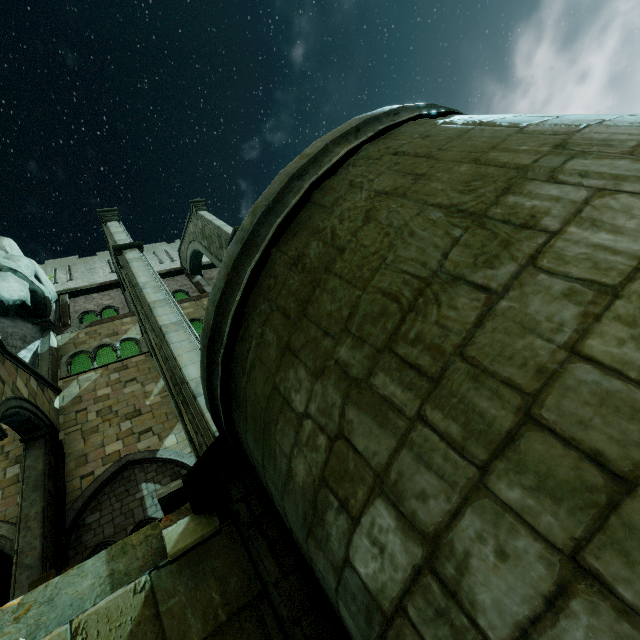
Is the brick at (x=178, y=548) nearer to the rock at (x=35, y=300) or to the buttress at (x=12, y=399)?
the buttress at (x=12, y=399)

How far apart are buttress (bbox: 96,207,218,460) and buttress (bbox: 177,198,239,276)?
3.2m

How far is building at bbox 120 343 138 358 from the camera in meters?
18.3 m

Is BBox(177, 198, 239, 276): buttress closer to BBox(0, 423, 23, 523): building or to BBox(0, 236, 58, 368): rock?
BBox(0, 236, 58, 368): rock

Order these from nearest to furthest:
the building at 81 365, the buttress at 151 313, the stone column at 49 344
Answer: the buttress at 151 313, the stone column at 49 344, the building at 81 365

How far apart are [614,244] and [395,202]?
1.3m

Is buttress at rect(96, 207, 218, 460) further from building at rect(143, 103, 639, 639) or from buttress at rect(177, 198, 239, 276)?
buttress at rect(177, 198, 239, 276)

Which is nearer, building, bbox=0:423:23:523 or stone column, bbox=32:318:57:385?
building, bbox=0:423:23:523
